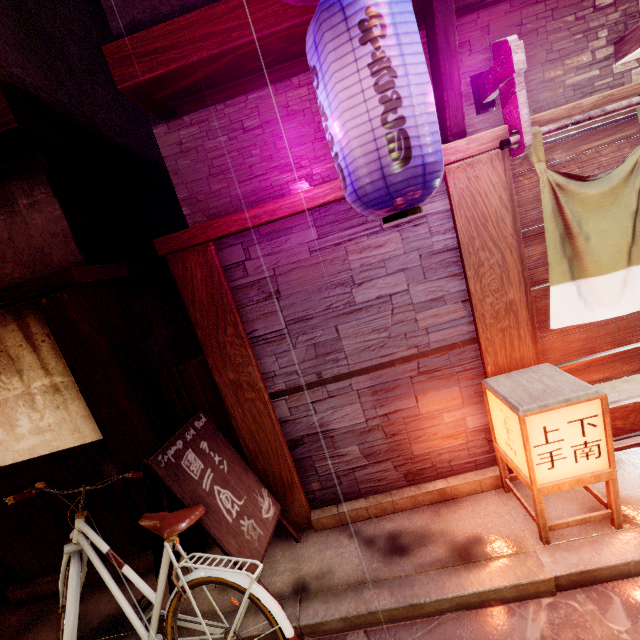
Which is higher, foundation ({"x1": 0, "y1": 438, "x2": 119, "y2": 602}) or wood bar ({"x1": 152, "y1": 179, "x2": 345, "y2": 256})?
wood bar ({"x1": 152, "y1": 179, "x2": 345, "y2": 256})

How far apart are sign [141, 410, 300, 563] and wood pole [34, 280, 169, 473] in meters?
0.0

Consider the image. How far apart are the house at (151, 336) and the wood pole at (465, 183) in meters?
5.8

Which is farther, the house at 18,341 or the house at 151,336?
the house at 151,336

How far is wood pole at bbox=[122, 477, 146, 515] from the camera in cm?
561

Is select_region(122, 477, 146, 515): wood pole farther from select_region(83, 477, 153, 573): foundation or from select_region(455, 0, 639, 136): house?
select_region(455, 0, 639, 136): house

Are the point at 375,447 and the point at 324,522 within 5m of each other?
yes
